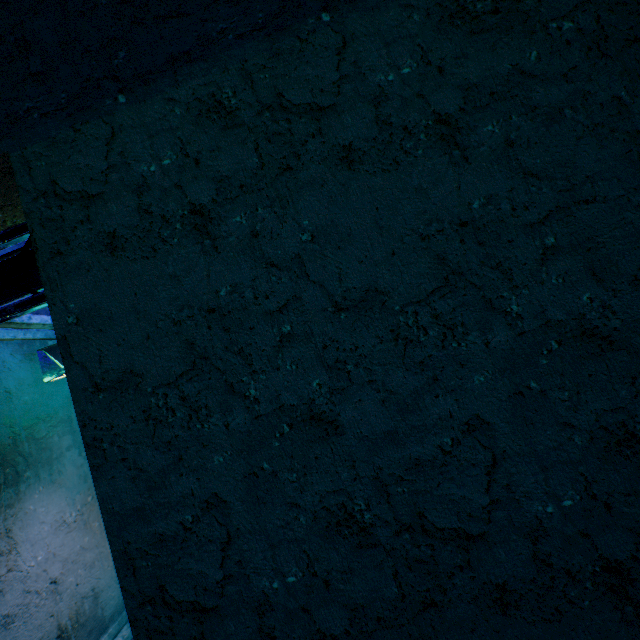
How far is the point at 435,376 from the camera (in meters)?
1.04

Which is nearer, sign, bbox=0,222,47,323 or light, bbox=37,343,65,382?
sign, bbox=0,222,47,323

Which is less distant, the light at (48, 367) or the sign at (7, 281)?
the sign at (7, 281)

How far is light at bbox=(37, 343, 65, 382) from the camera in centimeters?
284cm

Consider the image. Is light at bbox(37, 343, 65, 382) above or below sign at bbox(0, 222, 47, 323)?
below

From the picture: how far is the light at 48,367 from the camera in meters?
2.8 m
